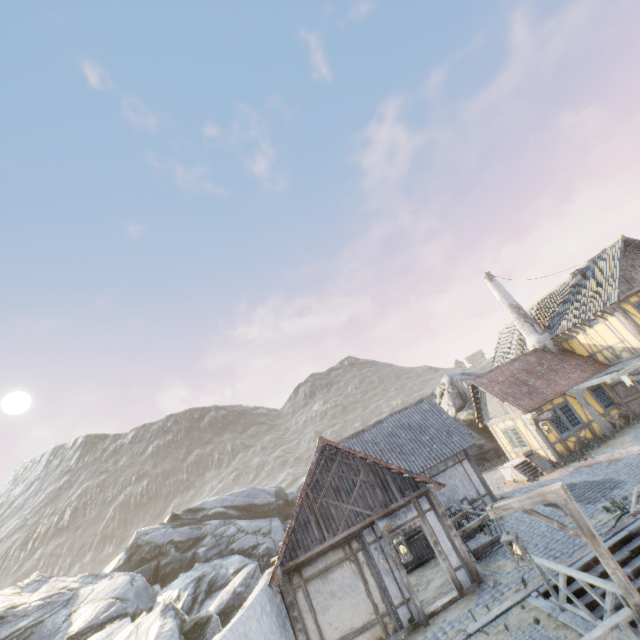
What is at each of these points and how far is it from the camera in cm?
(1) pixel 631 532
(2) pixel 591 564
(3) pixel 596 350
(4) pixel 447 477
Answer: (1) stairs, 901
(2) stairs, 867
(3) building, 1933
(4) building, 1622

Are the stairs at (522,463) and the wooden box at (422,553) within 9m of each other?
yes

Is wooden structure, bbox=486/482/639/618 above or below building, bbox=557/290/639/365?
below

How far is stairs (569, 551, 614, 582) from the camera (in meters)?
8.35

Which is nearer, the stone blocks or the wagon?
the stone blocks

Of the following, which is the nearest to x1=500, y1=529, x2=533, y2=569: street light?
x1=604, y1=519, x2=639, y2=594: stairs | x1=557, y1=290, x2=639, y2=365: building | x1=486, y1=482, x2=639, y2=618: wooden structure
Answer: x1=486, y1=482, x2=639, y2=618: wooden structure

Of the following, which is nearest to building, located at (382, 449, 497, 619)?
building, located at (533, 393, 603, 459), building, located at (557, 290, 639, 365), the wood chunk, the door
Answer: the wood chunk

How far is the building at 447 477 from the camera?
10.1 meters
